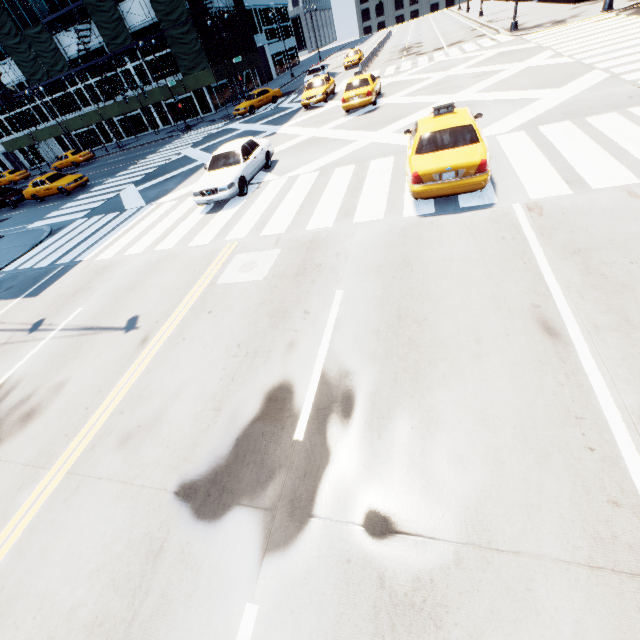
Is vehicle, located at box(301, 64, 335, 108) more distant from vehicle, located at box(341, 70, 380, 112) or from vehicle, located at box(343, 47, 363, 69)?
vehicle, located at box(343, 47, 363, 69)

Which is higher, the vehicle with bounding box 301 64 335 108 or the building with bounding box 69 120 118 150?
the building with bounding box 69 120 118 150

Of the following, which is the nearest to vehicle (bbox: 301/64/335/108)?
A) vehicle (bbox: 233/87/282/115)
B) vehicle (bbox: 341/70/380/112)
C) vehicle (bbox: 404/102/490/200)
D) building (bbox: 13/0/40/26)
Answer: vehicle (bbox: 341/70/380/112)

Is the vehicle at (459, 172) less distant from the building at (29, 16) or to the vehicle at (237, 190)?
the vehicle at (237, 190)

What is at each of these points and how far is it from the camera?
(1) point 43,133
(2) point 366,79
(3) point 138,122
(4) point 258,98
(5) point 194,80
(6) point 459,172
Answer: (1) scaffolding, 40.41m
(2) vehicle, 17.86m
(3) building, 40.97m
(4) vehicle, 29.72m
(5) scaffolding, 32.62m
(6) vehicle, 7.16m

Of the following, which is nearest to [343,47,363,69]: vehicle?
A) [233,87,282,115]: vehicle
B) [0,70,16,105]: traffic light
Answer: [233,87,282,115]: vehicle

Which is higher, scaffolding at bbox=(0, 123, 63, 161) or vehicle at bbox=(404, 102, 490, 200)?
scaffolding at bbox=(0, 123, 63, 161)

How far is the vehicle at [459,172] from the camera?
7.14m
